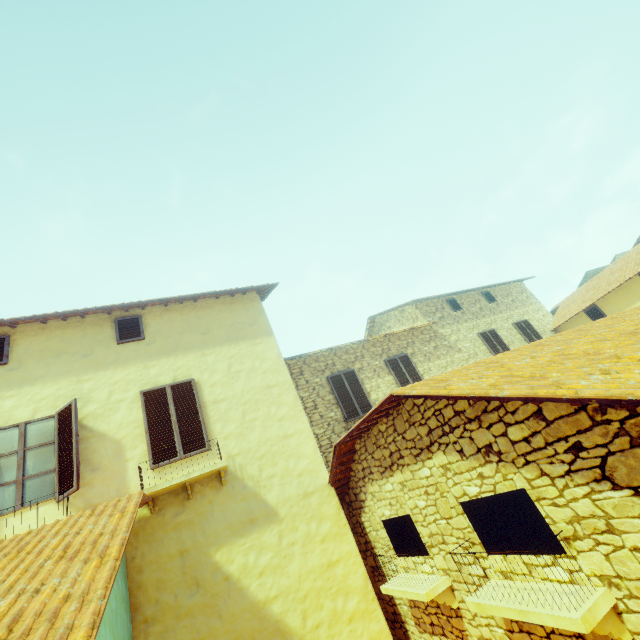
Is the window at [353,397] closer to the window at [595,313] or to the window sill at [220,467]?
the window sill at [220,467]

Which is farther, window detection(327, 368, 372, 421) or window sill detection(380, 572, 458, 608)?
window detection(327, 368, 372, 421)

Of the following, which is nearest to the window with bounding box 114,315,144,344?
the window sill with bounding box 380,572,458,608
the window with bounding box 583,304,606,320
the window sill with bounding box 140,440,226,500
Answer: Result: the window sill with bounding box 140,440,226,500

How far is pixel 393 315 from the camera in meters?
15.9 m

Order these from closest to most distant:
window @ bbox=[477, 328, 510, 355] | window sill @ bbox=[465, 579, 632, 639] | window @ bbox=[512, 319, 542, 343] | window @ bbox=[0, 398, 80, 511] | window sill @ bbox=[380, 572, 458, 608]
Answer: window sill @ bbox=[465, 579, 632, 639]
window sill @ bbox=[380, 572, 458, 608]
window @ bbox=[0, 398, 80, 511]
window @ bbox=[477, 328, 510, 355]
window @ bbox=[512, 319, 542, 343]

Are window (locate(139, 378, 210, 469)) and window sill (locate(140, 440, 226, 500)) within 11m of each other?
yes

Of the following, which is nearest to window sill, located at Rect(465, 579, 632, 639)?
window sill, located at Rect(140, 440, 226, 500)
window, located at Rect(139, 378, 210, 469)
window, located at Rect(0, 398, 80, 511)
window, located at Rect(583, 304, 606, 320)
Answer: window sill, located at Rect(140, 440, 226, 500)

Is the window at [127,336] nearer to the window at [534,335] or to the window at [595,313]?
the window at [534,335]
